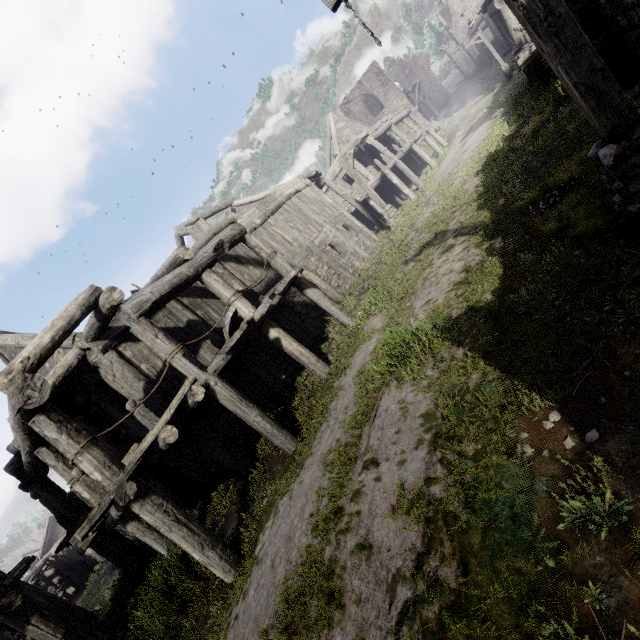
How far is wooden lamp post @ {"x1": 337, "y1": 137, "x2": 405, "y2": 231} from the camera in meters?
16.0 m

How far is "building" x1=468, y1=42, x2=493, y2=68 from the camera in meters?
41.8

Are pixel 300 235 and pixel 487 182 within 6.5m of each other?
no

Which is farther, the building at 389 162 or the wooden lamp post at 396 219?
→ the wooden lamp post at 396 219

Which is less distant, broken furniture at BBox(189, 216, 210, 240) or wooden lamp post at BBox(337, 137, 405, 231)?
broken furniture at BBox(189, 216, 210, 240)

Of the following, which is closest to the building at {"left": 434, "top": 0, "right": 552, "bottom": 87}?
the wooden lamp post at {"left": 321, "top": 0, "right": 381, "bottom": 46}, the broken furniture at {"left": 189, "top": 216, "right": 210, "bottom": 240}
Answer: the broken furniture at {"left": 189, "top": 216, "right": 210, "bottom": 240}

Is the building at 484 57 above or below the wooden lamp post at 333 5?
below
